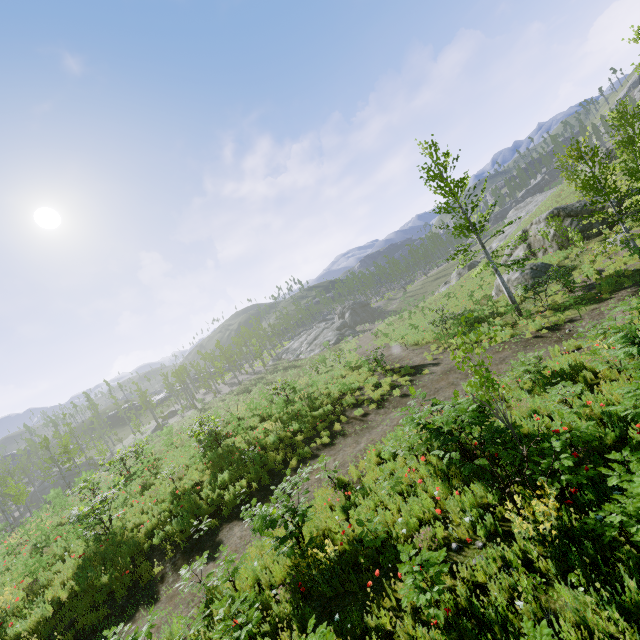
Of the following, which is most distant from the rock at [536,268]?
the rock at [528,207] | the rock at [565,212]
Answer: the rock at [528,207]

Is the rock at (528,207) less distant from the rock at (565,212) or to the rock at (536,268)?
the rock at (565,212)

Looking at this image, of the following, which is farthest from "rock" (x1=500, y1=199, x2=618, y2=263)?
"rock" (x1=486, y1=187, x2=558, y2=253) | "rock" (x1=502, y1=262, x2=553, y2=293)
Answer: "rock" (x1=486, y1=187, x2=558, y2=253)

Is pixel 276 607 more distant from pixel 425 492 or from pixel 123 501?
pixel 123 501

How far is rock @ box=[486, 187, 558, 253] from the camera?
52.75m

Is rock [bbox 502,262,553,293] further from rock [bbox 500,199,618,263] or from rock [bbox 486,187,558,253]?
rock [bbox 486,187,558,253]

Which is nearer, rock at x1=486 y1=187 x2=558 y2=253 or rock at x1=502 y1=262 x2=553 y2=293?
rock at x1=502 y1=262 x2=553 y2=293
